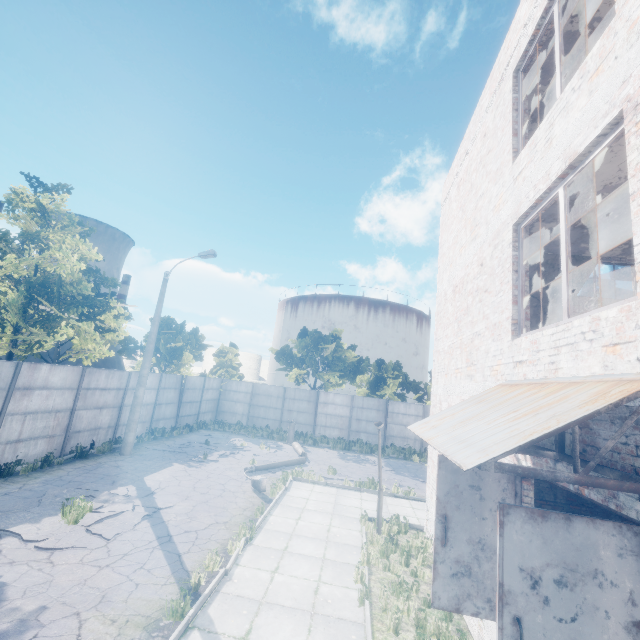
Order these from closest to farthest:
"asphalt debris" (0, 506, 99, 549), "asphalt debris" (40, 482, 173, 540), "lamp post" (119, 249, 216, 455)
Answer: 1. "asphalt debris" (0, 506, 99, 549)
2. "asphalt debris" (40, 482, 173, 540)
3. "lamp post" (119, 249, 216, 455)

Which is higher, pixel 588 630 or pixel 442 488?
pixel 442 488

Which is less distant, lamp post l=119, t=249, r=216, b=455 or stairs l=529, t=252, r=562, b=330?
stairs l=529, t=252, r=562, b=330

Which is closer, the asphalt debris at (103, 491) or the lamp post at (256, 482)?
the asphalt debris at (103, 491)

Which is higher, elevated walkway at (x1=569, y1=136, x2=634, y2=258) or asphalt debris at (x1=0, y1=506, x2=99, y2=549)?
elevated walkway at (x1=569, y1=136, x2=634, y2=258)

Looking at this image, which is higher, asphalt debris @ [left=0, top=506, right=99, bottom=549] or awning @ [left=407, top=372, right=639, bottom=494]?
awning @ [left=407, top=372, right=639, bottom=494]

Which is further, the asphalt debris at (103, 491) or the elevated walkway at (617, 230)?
the asphalt debris at (103, 491)

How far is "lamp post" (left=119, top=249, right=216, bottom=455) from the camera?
14.8 meters
